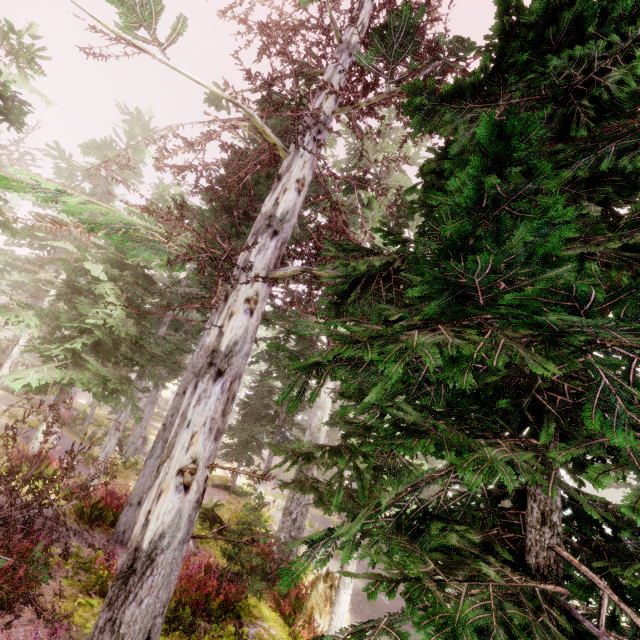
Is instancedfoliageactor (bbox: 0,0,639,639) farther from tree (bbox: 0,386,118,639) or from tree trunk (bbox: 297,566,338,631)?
tree trunk (bbox: 297,566,338,631)

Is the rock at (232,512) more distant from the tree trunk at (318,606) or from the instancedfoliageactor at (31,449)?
the tree trunk at (318,606)

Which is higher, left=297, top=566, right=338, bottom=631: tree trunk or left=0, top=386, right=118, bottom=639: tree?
left=0, top=386, right=118, bottom=639: tree

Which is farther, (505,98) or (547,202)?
(505,98)

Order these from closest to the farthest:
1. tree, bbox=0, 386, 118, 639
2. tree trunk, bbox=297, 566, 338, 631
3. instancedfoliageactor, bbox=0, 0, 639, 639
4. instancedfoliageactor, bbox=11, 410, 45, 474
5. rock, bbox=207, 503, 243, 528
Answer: instancedfoliageactor, bbox=0, 0, 639, 639
tree, bbox=0, 386, 118, 639
tree trunk, bbox=297, 566, 338, 631
instancedfoliageactor, bbox=11, 410, 45, 474
rock, bbox=207, 503, 243, 528

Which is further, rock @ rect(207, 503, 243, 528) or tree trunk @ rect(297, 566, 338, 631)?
rock @ rect(207, 503, 243, 528)

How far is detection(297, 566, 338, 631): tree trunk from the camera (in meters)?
7.97

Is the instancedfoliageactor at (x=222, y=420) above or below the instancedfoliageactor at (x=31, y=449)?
above
